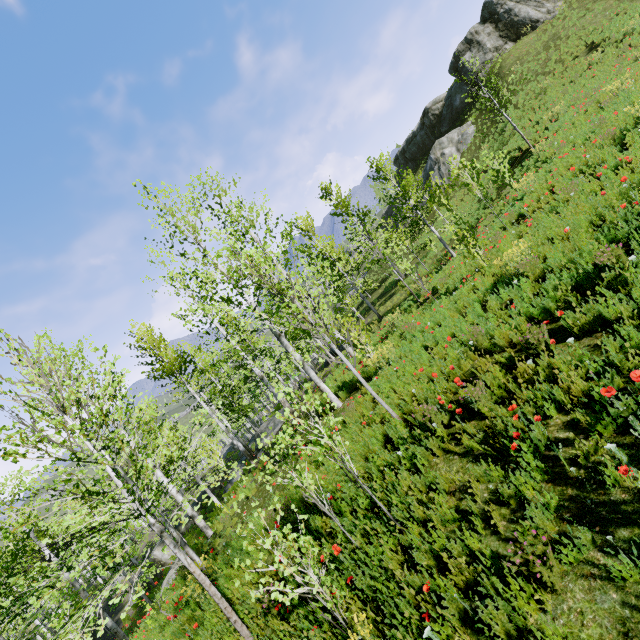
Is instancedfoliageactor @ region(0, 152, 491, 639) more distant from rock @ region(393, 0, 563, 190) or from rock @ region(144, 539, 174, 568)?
rock @ region(393, 0, 563, 190)

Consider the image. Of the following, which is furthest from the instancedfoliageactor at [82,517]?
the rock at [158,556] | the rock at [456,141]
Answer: the rock at [456,141]

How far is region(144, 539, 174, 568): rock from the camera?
26.2 meters

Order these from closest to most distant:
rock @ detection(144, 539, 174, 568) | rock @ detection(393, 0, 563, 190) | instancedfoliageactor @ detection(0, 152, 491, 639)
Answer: instancedfoliageactor @ detection(0, 152, 491, 639) < rock @ detection(144, 539, 174, 568) < rock @ detection(393, 0, 563, 190)

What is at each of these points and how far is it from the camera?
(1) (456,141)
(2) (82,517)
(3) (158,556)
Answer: (1) rock, 33.0 meters
(2) instancedfoliageactor, 19.0 meters
(3) rock, 26.5 meters

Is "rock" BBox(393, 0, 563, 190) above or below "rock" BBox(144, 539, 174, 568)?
above

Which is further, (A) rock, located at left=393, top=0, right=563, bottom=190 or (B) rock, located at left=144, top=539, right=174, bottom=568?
(A) rock, located at left=393, top=0, right=563, bottom=190

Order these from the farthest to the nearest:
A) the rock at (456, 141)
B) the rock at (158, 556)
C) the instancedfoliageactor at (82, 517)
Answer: the rock at (456, 141), the rock at (158, 556), the instancedfoliageactor at (82, 517)
